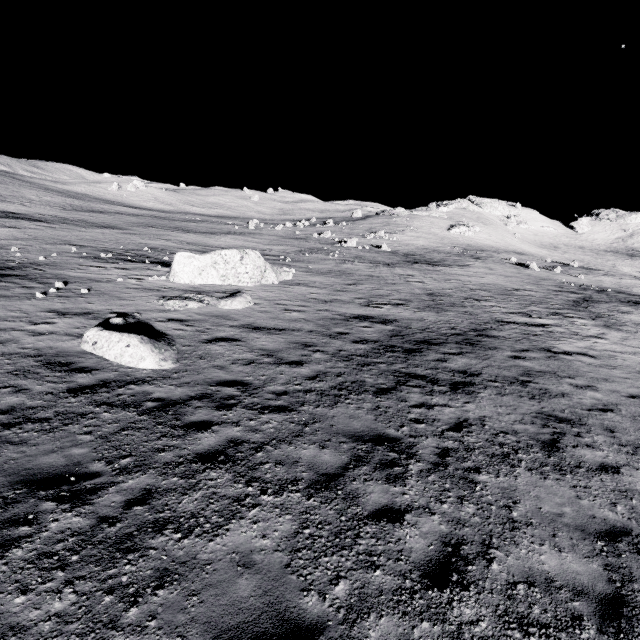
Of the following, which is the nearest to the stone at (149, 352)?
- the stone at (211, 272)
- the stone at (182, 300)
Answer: the stone at (182, 300)

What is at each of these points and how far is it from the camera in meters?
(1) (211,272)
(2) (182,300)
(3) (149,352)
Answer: (1) stone, 18.8 m
(2) stone, 14.6 m
(3) stone, 9.1 m

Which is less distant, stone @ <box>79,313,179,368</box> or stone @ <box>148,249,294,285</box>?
stone @ <box>79,313,179,368</box>

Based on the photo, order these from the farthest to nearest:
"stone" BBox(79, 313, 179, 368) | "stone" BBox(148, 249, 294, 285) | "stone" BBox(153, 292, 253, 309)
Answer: "stone" BBox(148, 249, 294, 285) < "stone" BBox(153, 292, 253, 309) < "stone" BBox(79, 313, 179, 368)

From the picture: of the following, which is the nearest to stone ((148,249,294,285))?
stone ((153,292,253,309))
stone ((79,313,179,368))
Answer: stone ((153,292,253,309))

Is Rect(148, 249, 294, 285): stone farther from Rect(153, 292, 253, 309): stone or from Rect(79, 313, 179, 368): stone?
Rect(79, 313, 179, 368): stone
